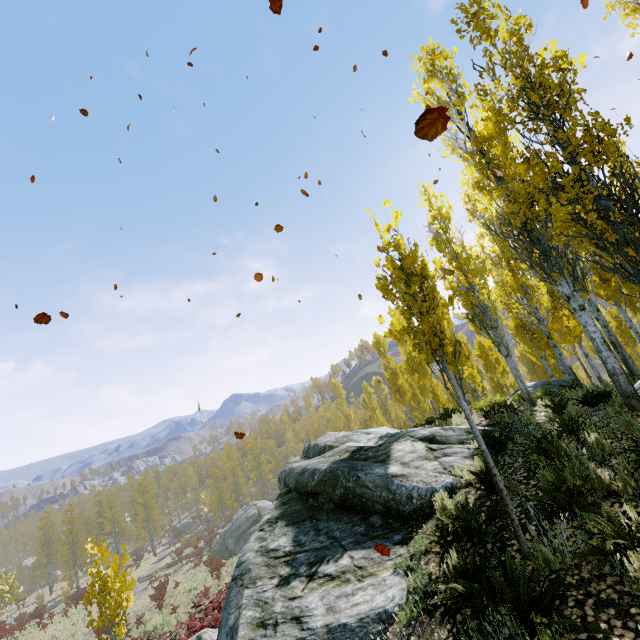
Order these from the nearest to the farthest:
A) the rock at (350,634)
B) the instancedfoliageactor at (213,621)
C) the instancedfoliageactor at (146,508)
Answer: the rock at (350,634)
the instancedfoliageactor at (146,508)
the instancedfoliageactor at (213,621)

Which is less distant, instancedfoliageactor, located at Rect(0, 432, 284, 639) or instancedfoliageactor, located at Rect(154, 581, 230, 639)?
instancedfoliageactor, located at Rect(0, 432, 284, 639)

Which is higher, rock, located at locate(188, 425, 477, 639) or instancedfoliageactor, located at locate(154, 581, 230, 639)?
rock, located at locate(188, 425, 477, 639)

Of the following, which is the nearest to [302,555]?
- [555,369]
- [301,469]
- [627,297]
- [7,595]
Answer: [301,469]

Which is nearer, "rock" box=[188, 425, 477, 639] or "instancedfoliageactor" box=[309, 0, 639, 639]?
"instancedfoliageactor" box=[309, 0, 639, 639]

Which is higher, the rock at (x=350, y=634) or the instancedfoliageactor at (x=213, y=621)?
the rock at (x=350, y=634)

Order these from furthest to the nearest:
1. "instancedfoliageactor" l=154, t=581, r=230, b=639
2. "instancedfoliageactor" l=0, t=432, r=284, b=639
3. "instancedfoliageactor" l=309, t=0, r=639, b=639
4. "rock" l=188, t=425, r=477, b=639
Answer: "instancedfoliageactor" l=154, t=581, r=230, b=639
"instancedfoliageactor" l=0, t=432, r=284, b=639
"rock" l=188, t=425, r=477, b=639
"instancedfoliageactor" l=309, t=0, r=639, b=639
